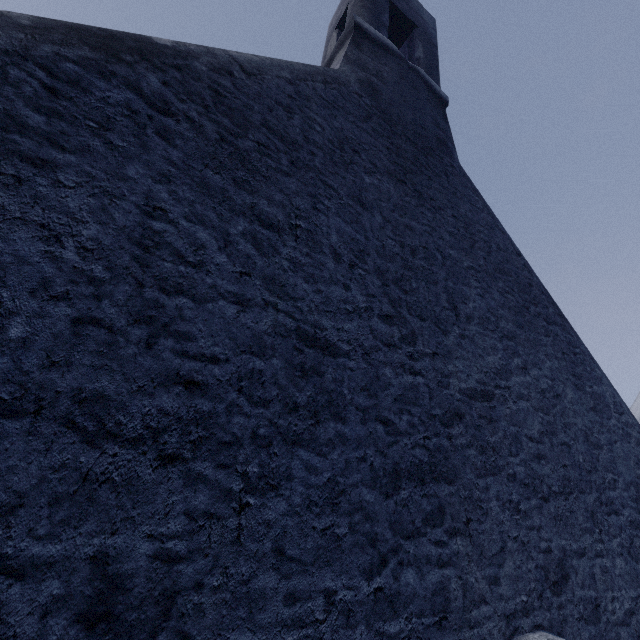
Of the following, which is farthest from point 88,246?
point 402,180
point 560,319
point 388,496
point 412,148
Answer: point 560,319
